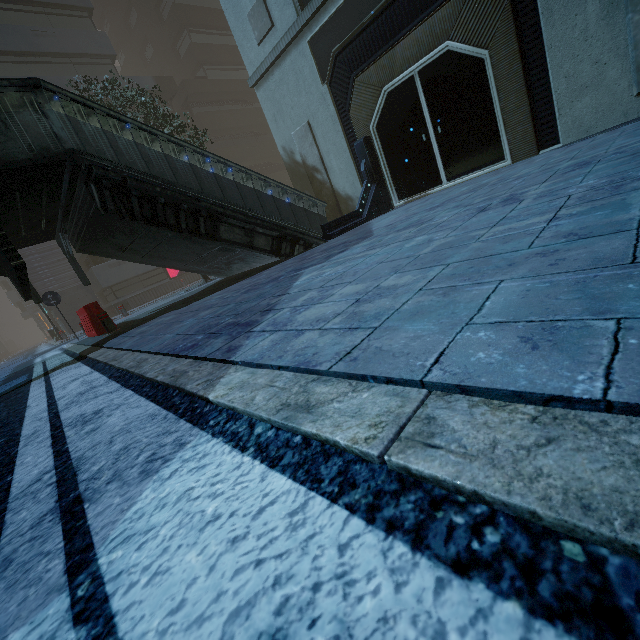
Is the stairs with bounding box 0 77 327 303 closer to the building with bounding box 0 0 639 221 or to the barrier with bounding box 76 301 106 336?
the barrier with bounding box 76 301 106 336

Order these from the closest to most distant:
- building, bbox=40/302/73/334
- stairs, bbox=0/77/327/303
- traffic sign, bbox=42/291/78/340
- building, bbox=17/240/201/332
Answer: stairs, bbox=0/77/327/303 < traffic sign, bbox=42/291/78/340 < building, bbox=17/240/201/332 < building, bbox=40/302/73/334

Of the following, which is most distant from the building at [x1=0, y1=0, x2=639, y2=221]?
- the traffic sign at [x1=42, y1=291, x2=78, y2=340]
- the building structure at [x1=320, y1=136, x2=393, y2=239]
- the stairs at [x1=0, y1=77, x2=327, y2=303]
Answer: the traffic sign at [x1=42, y1=291, x2=78, y2=340]

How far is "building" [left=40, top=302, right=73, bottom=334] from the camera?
22.77m

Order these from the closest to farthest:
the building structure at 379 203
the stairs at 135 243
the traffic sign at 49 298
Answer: the stairs at 135 243, the building structure at 379 203, the traffic sign at 49 298

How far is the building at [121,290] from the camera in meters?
22.0

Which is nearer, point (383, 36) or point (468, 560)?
point (468, 560)

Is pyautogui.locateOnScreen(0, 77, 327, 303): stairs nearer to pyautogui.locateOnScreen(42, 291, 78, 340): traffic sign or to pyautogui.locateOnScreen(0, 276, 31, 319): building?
pyautogui.locateOnScreen(42, 291, 78, 340): traffic sign
